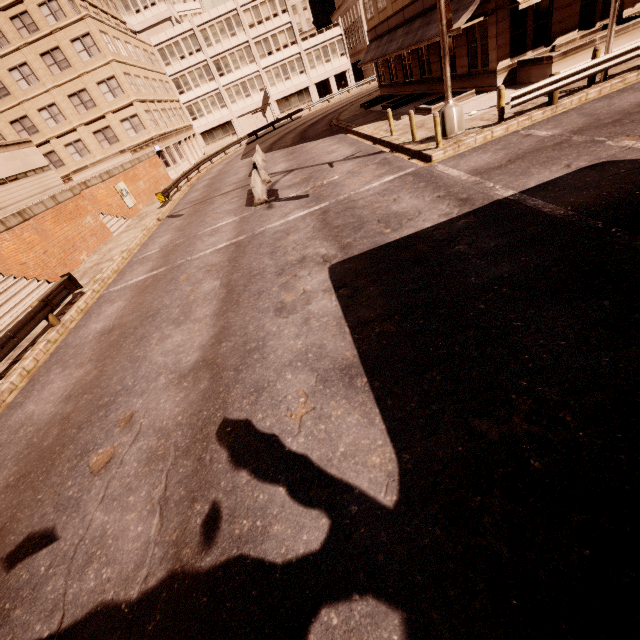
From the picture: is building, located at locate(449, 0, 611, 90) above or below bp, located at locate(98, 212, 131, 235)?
above

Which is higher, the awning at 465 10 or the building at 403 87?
the awning at 465 10

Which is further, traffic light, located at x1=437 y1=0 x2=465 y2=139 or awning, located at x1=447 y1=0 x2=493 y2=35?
awning, located at x1=447 y1=0 x2=493 y2=35

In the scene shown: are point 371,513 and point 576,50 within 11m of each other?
no

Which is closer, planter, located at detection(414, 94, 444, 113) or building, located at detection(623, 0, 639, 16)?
building, located at detection(623, 0, 639, 16)

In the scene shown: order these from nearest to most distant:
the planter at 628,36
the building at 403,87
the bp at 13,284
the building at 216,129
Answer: the bp at 13,284 < the planter at 628,36 < the building at 403,87 < the building at 216,129

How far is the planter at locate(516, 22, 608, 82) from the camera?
14.26m

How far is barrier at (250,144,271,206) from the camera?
15.4m
